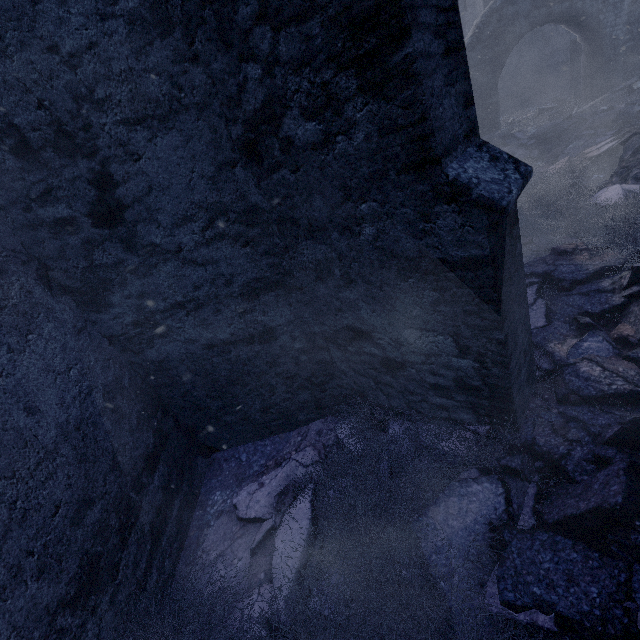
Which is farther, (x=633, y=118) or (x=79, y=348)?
(x=633, y=118)

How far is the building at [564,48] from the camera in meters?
12.4 m

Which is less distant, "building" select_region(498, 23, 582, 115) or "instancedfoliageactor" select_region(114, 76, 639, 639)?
"instancedfoliageactor" select_region(114, 76, 639, 639)

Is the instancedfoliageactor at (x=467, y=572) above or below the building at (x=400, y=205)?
below

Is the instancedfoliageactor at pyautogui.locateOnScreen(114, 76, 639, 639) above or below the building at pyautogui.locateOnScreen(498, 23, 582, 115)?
below

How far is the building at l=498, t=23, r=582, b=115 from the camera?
12.42m

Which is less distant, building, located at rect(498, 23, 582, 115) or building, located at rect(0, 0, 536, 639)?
building, located at rect(0, 0, 536, 639)
